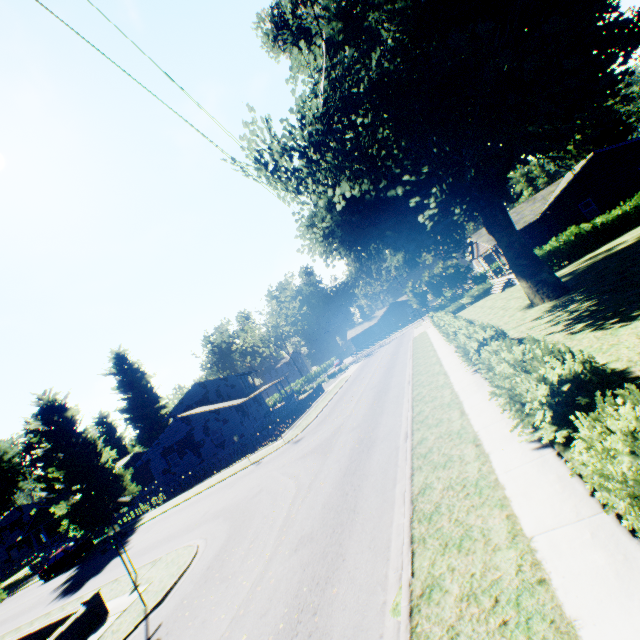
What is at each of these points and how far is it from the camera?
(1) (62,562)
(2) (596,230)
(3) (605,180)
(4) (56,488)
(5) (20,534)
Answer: (1) car, 26.80m
(2) hedge, 25.14m
(3) house, 27.64m
(4) plant, 51.06m
(5) house, 59.78m

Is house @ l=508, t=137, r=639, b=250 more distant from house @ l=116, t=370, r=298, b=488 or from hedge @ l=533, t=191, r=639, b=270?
house @ l=116, t=370, r=298, b=488

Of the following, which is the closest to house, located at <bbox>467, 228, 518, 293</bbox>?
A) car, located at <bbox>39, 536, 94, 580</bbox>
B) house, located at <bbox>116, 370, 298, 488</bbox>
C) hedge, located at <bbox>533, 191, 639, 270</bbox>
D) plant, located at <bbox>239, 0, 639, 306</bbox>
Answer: plant, located at <bbox>239, 0, 639, 306</bbox>

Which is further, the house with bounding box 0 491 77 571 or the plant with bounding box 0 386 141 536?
the house with bounding box 0 491 77 571

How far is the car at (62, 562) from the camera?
26.7 meters

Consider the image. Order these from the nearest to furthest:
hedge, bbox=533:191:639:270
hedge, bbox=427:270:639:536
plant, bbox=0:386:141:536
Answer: hedge, bbox=427:270:639:536, hedge, bbox=533:191:639:270, plant, bbox=0:386:141:536

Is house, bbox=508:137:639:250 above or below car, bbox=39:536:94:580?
above

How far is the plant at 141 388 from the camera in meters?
56.2
